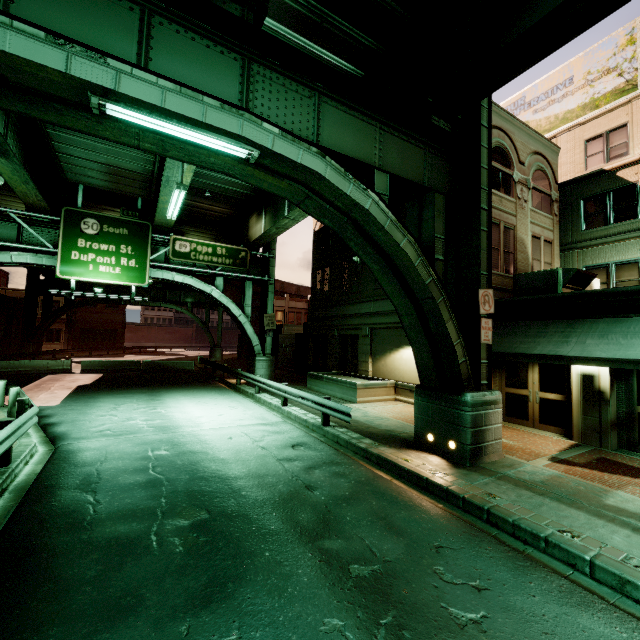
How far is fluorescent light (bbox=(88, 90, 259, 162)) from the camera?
4.7 meters

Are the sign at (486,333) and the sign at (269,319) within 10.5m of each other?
no

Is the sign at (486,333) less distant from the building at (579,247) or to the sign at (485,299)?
the sign at (485,299)

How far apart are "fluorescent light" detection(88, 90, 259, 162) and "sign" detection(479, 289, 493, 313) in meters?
6.5

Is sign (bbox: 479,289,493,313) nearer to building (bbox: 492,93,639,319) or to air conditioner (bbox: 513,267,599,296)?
building (bbox: 492,93,639,319)

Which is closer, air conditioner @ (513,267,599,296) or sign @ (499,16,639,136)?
air conditioner @ (513,267,599,296)

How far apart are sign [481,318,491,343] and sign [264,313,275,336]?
15.9 meters

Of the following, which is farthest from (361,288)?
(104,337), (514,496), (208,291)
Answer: (104,337)
